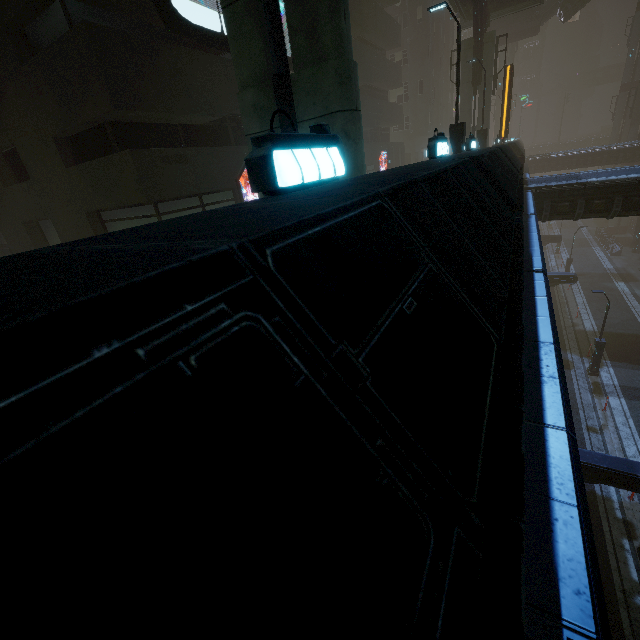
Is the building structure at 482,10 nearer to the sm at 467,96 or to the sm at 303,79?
the sm at 467,96

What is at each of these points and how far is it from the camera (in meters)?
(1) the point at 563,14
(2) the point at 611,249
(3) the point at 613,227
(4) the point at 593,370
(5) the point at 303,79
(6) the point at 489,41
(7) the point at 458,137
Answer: (1) bridge, 35.94
(2) building, 38.06
(3) sm, 45.19
(4) street light, 20.22
(5) sm, 4.91
(6) sm, 22.34
(7) street light, 12.77

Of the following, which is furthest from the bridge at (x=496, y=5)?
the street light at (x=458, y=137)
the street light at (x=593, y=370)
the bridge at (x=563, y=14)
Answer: the bridge at (x=563, y=14)

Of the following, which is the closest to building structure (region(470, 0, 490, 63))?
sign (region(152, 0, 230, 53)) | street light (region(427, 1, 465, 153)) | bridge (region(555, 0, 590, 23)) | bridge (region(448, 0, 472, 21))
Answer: bridge (region(448, 0, 472, 21))

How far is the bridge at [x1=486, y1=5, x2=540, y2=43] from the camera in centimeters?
3450cm

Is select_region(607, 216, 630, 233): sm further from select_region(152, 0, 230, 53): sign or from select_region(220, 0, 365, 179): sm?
select_region(220, 0, 365, 179): sm

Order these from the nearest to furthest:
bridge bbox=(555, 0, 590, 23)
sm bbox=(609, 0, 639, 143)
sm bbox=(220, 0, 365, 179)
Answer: sm bbox=(220, 0, 365, 179) → bridge bbox=(555, 0, 590, 23) → sm bbox=(609, 0, 639, 143)

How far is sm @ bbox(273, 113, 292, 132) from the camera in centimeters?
519cm
